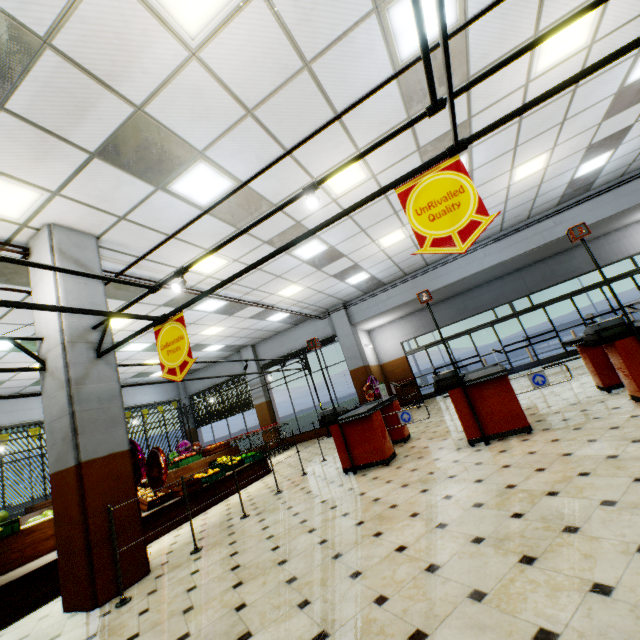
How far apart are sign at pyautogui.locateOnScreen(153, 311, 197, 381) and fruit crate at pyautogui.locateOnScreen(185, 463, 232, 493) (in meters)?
4.15

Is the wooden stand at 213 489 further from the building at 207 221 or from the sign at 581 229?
the sign at 581 229

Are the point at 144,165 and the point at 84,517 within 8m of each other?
yes

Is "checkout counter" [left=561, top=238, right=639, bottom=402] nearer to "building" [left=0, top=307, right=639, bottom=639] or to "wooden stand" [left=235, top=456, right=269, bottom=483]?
"building" [left=0, top=307, right=639, bottom=639]

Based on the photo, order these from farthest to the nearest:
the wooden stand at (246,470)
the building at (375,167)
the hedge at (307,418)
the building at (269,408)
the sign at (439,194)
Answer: the building at (269,408) < the hedge at (307,418) < the wooden stand at (246,470) < the building at (375,167) < the sign at (439,194)

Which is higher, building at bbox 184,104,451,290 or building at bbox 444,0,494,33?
building at bbox 184,104,451,290

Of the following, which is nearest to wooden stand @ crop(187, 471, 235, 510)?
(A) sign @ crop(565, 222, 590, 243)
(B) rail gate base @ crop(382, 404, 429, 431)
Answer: (B) rail gate base @ crop(382, 404, 429, 431)

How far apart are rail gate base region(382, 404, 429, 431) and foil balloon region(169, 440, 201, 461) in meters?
12.4
